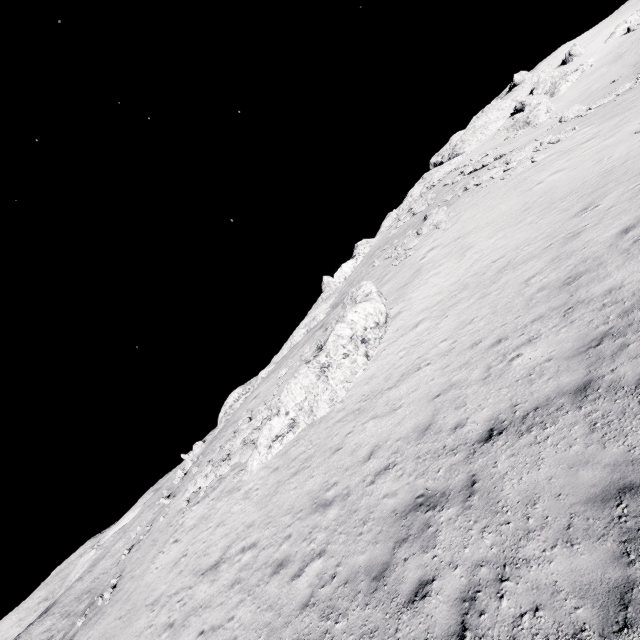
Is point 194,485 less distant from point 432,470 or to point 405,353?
point 405,353

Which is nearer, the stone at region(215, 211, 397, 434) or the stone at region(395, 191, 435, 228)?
the stone at region(215, 211, 397, 434)

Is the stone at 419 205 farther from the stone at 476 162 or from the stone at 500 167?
the stone at 500 167

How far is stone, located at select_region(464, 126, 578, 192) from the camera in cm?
2642

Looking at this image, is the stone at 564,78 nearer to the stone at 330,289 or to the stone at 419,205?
the stone at 419,205

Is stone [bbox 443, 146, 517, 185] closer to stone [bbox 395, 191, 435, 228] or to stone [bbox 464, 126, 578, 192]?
stone [bbox 395, 191, 435, 228]

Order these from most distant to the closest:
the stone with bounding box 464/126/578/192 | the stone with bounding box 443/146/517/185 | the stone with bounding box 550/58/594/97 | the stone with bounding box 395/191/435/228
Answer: the stone with bounding box 550/58/594/97, the stone with bounding box 395/191/435/228, the stone with bounding box 443/146/517/185, the stone with bounding box 464/126/578/192

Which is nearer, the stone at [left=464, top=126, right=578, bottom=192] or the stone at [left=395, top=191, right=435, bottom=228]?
the stone at [left=464, top=126, right=578, bottom=192]
